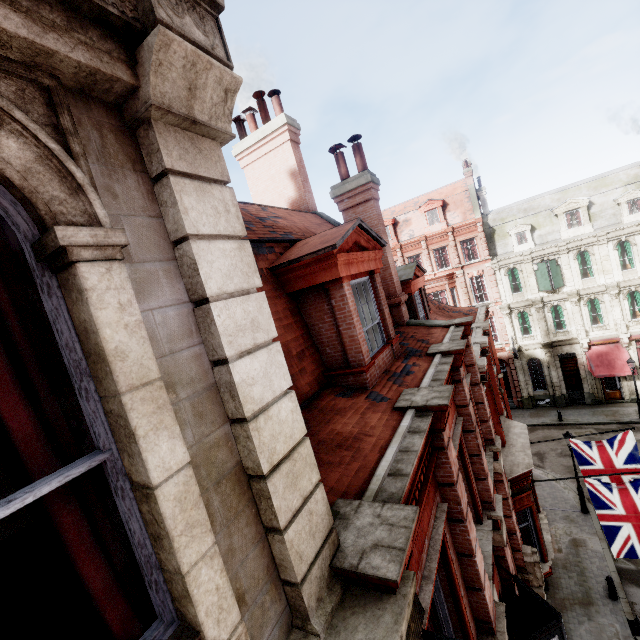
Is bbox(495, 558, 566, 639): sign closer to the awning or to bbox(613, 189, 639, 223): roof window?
the awning

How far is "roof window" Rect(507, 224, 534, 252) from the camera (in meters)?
28.06

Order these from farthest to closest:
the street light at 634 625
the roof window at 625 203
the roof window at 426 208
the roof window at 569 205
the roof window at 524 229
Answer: the roof window at 426 208, the roof window at 524 229, the roof window at 569 205, the roof window at 625 203, the street light at 634 625

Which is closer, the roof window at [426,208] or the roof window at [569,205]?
the roof window at [569,205]

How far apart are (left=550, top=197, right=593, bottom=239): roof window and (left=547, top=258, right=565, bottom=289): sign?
1.72m

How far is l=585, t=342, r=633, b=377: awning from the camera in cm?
2483

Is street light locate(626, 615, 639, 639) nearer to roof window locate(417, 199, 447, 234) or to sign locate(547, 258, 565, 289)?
sign locate(547, 258, 565, 289)

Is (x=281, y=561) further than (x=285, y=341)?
No
